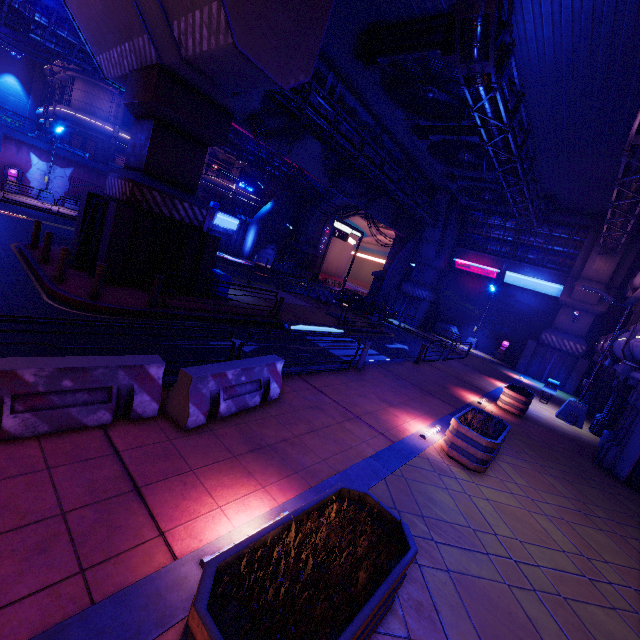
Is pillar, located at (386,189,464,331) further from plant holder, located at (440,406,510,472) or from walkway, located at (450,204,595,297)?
plant holder, located at (440,406,510,472)

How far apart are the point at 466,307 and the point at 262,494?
32.0 meters

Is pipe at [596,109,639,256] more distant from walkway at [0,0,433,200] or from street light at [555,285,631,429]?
walkway at [0,0,433,200]

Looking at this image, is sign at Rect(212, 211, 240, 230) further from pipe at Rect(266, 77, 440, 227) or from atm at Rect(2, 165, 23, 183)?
pipe at Rect(266, 77, 440, 227)

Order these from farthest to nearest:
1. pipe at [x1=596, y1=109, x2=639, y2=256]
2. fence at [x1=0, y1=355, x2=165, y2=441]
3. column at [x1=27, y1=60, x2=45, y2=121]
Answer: column at [x1=27, y1=60, x2=45, y2=121]
pipe at [x1=596, y1=109, x2=639, y2=256]
fence at [x1=0, y1=355, x2=165, y2=441]

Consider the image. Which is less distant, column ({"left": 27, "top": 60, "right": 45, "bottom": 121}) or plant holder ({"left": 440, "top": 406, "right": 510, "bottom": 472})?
plant holder ({"left": 440, "top": 406, "right": 510, "bottom": 472})

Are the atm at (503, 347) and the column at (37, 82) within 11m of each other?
no

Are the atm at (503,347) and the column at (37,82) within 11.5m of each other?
no
